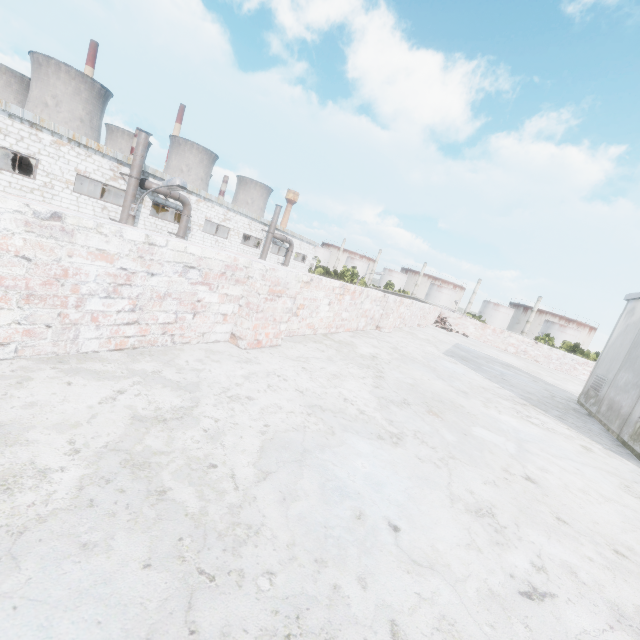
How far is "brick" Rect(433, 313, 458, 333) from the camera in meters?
13.7 m

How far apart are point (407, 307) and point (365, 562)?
8.05m

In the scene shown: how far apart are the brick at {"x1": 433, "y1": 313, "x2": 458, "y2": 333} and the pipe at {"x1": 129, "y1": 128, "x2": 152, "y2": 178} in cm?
1847

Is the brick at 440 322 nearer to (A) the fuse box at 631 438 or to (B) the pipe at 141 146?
(A) the fuse box at 631 438

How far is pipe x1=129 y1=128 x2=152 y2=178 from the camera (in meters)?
18.45

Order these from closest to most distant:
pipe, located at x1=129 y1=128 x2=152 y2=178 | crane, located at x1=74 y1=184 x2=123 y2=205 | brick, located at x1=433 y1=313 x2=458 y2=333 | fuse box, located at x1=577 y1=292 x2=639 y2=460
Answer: fuse box, located at x1=577 y1=292 x2=639 y2=460 → brick, located at x1=433 y1=313 x2=458 y2=333 → pipe, located at x1=129 y1=128 x2=152 y2=178 → crane, located at x1=74 y1=184 x2=123 y2=205

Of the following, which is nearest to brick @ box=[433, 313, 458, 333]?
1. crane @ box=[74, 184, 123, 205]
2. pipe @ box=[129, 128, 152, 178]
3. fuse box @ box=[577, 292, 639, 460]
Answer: fuse box @ box=[577, 292, 639, 460]

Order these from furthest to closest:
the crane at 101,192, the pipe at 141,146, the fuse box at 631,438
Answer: the crane at 101,192
the pipe at 141,146
the fuse box at 631,438
